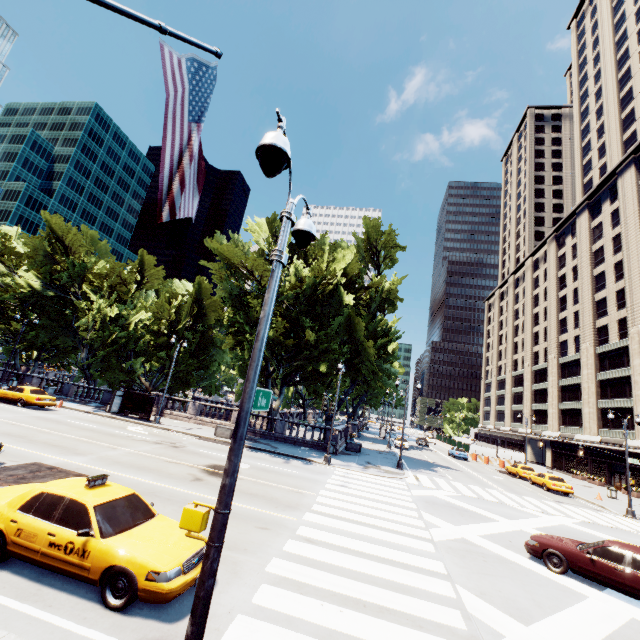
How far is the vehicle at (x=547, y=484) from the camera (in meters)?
28.42

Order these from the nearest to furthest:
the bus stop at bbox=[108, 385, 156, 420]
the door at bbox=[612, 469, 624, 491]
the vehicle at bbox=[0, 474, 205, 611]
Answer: the vehicle at bbox=[0, 474, 205, 611] < the bus stop at bbox=[108, 385, 156, 420] < the door at bbox=[612, 469, 624, 491]

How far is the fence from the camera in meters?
47.5 m

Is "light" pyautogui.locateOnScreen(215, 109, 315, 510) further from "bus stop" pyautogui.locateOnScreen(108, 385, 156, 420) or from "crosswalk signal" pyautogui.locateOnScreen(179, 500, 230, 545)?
"bus stop" pyautogui.locateOnScreen(108, 385, 156, 420)

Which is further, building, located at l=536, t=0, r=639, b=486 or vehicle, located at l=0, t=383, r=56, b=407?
building, located at l=536, t=0, r=639, b=486

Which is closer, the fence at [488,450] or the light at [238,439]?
the light at [238,439]

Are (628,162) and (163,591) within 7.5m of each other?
no

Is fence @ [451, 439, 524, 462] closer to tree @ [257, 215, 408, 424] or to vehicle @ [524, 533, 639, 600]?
tree @ [257, 215, 408, 424]
